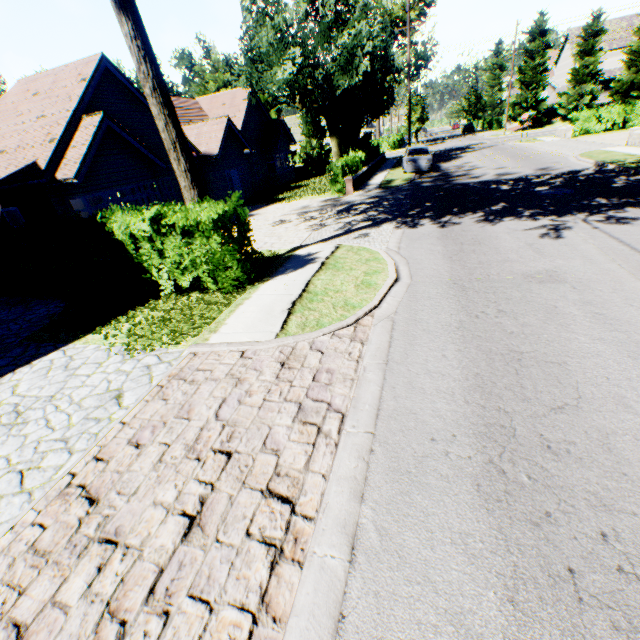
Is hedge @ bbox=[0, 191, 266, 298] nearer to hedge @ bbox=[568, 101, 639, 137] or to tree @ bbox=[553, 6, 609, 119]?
tree @ bbox=[553, 6, 609, 119]

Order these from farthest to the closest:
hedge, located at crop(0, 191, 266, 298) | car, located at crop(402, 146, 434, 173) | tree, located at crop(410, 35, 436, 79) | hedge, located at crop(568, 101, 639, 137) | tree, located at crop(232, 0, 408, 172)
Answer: hedge, located at crop(568, 101, 639, 137), tree, located at crop(410, 35, 436, 79), car, located at crop(402, 146, 434, 173), tree, located at crop(232, 0, 408, 172), hedge, located at crop(0, 191, 266, 298)

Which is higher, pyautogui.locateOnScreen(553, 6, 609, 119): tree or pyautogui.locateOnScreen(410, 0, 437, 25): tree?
pyautogui.locateOnScreen(410, 0, 437, 25): tree

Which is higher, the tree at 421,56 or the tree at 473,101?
the tree at 421,56

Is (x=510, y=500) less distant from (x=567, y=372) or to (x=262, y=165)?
(x=567, y=372)

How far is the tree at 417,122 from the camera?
43.9 meters

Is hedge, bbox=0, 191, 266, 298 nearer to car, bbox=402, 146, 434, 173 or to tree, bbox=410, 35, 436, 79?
tree, bbox=410, 35, 436, 79

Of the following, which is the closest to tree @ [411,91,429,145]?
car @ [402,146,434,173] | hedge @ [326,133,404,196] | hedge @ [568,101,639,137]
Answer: hedge @ [326,133,404,196]
